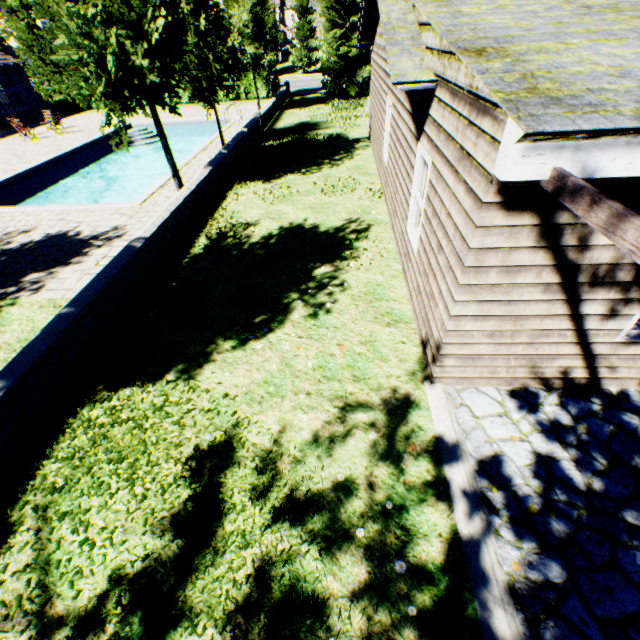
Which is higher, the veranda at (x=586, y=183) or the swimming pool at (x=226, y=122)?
the veranda at (x=586, y=183)

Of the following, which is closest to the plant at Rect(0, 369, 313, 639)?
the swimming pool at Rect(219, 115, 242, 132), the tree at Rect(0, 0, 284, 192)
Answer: the tree at Rect(0, 0, 284, 192)

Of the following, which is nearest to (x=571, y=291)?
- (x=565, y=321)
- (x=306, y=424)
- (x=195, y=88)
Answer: (x=565, y=321)

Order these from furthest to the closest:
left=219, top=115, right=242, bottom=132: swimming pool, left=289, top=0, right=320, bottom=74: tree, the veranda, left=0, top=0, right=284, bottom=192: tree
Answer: left=289, top=0, right=320, bottom=74: tree
left=219, top=115, right=242, bottom=132: swimming pool
left=0, top=0, right=284, bottom=192: tree
the veranda

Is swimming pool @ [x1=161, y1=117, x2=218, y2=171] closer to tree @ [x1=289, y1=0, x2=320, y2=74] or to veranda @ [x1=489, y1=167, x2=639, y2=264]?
tree @ [x1=289, y1=0, x2=320, y2=74]

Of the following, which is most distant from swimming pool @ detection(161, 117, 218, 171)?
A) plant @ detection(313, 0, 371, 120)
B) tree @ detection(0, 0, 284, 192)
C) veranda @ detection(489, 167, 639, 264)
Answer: veranda @ detection(489, 167, 639, 264)

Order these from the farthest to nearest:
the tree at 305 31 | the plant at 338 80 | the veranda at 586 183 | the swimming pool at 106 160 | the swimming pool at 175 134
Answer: the tree at 305 31
the plant at 338 80
the swimming pool at 175 134
the swimming pool at 106 160
the veranda at 586 183
